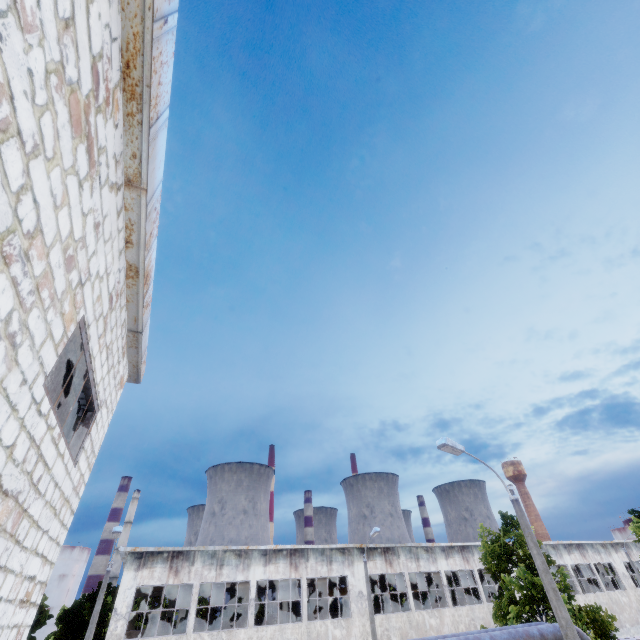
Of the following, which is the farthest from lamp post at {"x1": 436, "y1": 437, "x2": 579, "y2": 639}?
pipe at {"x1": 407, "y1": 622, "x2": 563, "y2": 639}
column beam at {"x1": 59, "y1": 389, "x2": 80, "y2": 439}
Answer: column beam at {"x1": 59, "y1": 389, "x2": 80, "y2": 439}

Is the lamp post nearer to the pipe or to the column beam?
the pipe

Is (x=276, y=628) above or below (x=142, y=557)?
below

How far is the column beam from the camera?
6.2 meters

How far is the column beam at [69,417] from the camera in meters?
6.2

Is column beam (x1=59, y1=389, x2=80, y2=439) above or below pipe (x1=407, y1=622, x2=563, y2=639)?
above

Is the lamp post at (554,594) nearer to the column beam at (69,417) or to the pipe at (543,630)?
the pipe at (543,630)

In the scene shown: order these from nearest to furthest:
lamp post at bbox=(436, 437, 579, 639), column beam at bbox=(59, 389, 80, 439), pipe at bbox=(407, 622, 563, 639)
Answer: column beam at bbox=(59, 389, 80, 439) → lamp post at bbox=(436, 437, 579, 639) → pipe at bbox=(407, 622, 563, 639)
